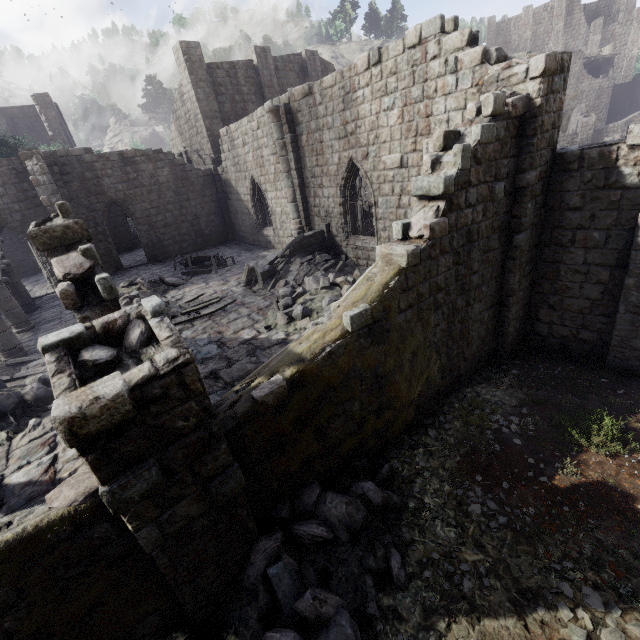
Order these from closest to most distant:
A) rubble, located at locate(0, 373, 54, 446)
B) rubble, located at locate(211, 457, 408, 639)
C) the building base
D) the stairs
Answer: rubble, located at locate(211, 457, 408, 639), rubble, located at locate(0, 373, 54, 446), the stairs, the building base

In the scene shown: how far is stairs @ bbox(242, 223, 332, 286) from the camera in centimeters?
1316cm

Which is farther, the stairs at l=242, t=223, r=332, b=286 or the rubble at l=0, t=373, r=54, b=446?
the stairs at l=242, t=223, r=332, b=286

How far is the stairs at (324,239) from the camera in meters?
13.2 m

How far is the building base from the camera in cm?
4778

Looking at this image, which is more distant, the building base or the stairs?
the building base

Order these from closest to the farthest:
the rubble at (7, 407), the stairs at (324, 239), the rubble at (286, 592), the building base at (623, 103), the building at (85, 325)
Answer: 1. the building at (85, 325)
2. the rubble at (286, 592)
3. the rubble at (7, 407)
4. the stairs at (324, 239)
5. the building base at (623, 103)

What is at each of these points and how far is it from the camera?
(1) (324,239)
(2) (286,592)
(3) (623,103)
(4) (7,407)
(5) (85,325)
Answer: (1) stairs, 14.6 meters
(2) rubble, 4.9 meters
(3) building base, 48.8 meters
(4) rubble, 7.3 meters
(5) building, 4.0 meters
